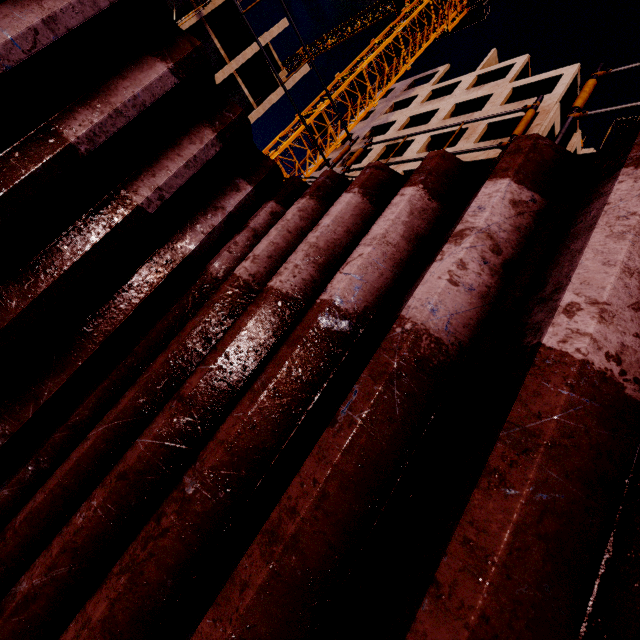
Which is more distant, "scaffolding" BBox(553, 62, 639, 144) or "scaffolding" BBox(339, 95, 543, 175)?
"scaffolding" BBox(339, 95, 543, 175)

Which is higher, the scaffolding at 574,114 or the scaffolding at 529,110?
the scaffolding at 529,110

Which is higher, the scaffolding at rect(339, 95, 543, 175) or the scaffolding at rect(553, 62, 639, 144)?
the scaffolding at rect(339, 95, 543, 175)

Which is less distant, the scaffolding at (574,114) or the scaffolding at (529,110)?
the scaffolding at (574,114)

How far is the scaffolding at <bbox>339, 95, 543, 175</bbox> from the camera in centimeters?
249cm

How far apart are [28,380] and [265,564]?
2.3m
